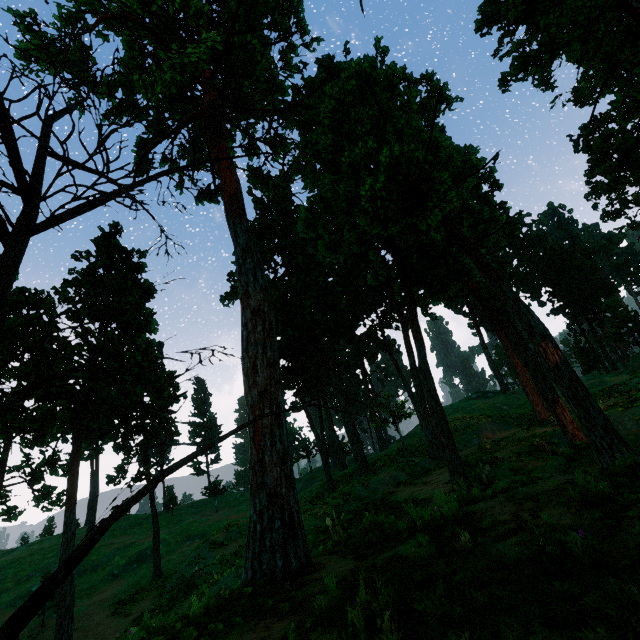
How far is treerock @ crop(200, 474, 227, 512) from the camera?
51.5m

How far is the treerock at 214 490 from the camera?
51.5m

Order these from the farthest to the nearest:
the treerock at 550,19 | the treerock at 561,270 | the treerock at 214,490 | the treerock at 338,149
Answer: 1. the treerock at 214,490
2. the treerock at 561,270
3. the treerock at 550,19
4. the treerock at 338,149

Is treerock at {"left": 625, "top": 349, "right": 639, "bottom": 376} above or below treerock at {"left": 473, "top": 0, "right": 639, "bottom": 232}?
below

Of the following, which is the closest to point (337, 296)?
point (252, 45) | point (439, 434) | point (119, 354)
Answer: point (119, 354)

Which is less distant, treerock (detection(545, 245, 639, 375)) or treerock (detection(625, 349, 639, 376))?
treerock (detection(625, 349, 639, 376))

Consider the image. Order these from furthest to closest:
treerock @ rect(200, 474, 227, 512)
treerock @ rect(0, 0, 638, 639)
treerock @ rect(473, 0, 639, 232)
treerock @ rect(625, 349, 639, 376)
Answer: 1. treerock @ rect(200, 474, 227, 512)
2. treerock @ rect(625, 349, 639, 376)
3. treerock @ rect(473, 0, 639, 232)
4. treerock @ rect(0, 0, 638, 639)
